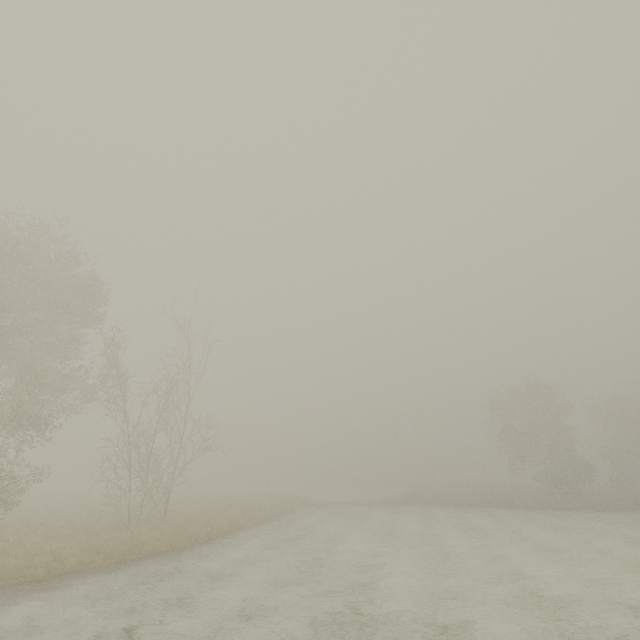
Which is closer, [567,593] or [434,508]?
[567,593]
